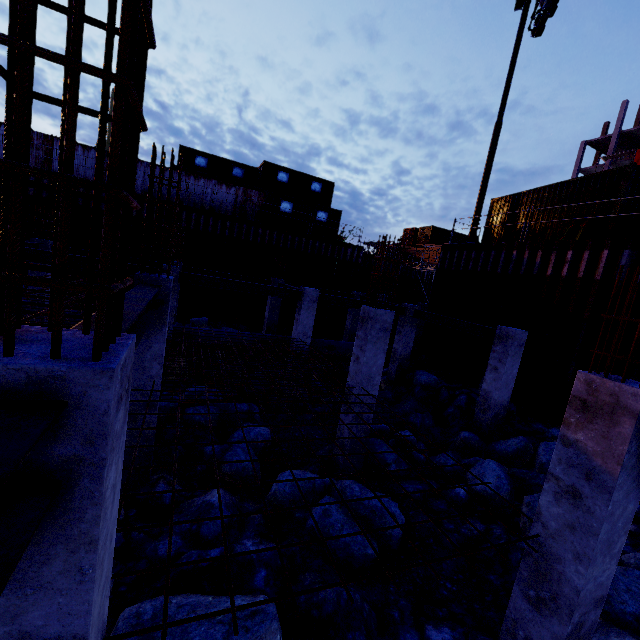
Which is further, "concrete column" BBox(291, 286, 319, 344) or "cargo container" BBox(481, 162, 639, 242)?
"concrete column" BBox(291, 286, 319, 344)

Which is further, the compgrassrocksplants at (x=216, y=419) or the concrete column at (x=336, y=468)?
the compgrassrocksplants at (x=216, y=419)

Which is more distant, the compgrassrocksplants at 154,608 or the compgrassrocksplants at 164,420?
the compgrassrocksplants at 164,420

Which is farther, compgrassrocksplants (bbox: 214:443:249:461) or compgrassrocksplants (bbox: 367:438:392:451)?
compgrassrocksplants (bbox: 367:438:392:451)

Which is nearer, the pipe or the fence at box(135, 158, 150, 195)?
the pipe

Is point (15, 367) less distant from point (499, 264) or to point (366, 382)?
point (366, 382)

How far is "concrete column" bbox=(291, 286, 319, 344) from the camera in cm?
1229

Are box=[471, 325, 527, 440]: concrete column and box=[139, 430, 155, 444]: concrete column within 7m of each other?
no
